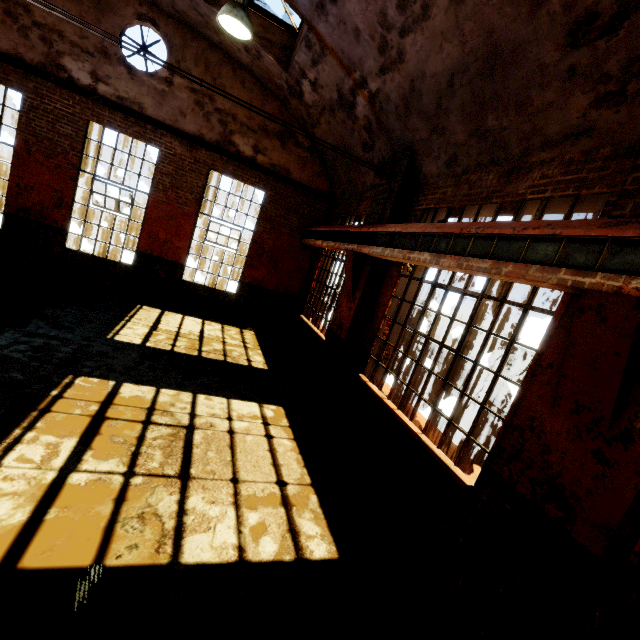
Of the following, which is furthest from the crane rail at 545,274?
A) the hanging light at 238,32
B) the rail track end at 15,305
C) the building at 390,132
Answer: the rail track end at 15,305

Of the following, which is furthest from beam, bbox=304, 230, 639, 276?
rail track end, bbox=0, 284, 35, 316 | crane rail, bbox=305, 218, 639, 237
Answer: rail track end, bbox=0, 284, 35, 316

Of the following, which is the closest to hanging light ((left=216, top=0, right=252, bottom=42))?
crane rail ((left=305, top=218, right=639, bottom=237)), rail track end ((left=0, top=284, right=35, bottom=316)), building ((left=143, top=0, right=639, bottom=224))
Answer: building ((left=143, top=0, right=639, bottom=224))

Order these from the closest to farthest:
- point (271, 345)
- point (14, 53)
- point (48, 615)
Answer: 1. point (48, 615)
2. point (14, 53)
3. point (271, 345)

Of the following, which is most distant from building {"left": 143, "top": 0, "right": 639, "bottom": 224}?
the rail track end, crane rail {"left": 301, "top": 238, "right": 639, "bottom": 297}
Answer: the rail track end

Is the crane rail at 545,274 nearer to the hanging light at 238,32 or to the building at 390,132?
the building at 390,132

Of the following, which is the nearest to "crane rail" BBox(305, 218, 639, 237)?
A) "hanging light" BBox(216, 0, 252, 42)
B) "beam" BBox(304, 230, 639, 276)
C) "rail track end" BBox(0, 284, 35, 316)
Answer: "beam" BBox(304, 230, 639, 276)
